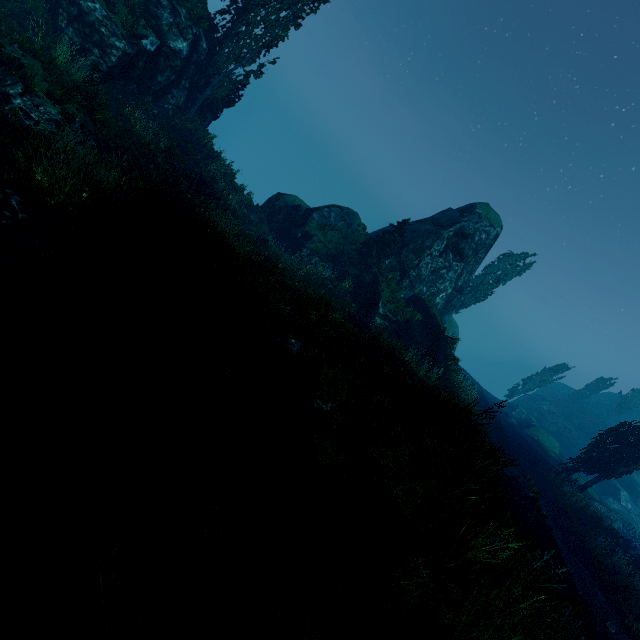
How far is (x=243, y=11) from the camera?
20.5m

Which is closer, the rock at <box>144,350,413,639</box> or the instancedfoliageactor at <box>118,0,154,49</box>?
the rock at <box>144,350,413,639</box>

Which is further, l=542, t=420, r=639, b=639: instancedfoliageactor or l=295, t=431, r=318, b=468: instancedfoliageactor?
l=542, t=420, r=639, b=639: instancedfoliageactor

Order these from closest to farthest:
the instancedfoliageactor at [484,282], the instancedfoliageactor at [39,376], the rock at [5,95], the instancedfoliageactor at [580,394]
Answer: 1. the instancedfoliageactor at [39,376]
2. the rock at [5,95]
3. the instancedfoliageactor at [484,282]
4. the instancedfoliageactor at [580,394]

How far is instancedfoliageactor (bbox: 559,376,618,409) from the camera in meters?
48.9

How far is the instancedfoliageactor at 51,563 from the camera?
3.0m

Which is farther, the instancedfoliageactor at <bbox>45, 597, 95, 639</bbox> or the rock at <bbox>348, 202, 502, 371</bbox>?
the rock at <bbox>348, 202, 502, 371</bbox>
